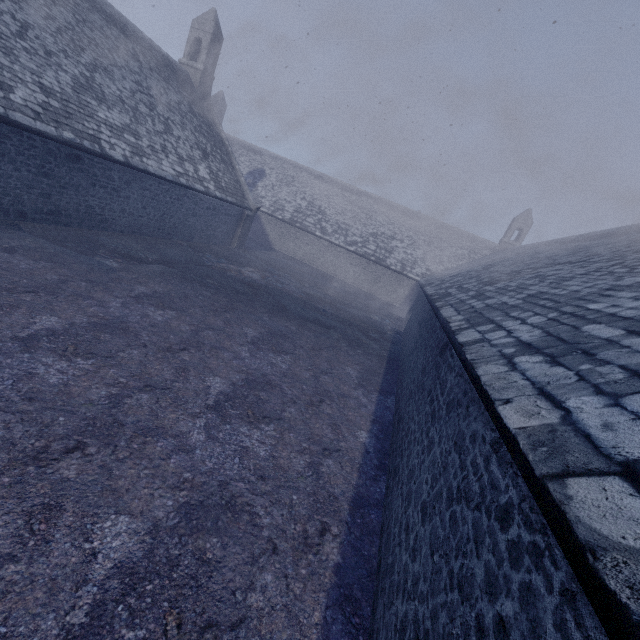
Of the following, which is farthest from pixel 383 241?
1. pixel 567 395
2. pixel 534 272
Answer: pixel 567 395
